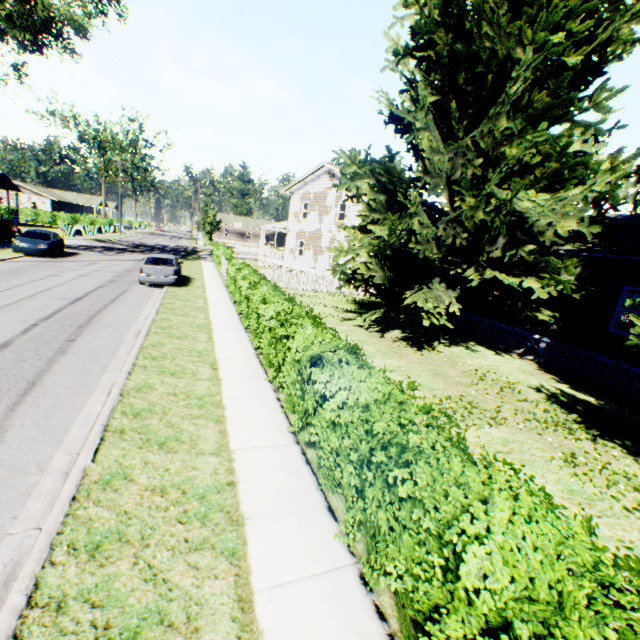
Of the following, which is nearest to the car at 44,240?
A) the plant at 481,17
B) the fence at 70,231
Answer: the fence at 70,231

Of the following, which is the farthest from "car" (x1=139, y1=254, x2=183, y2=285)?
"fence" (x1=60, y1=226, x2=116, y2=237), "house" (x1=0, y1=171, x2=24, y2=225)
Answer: "house" (x1=0, y1=171, x2=24, y2=225)

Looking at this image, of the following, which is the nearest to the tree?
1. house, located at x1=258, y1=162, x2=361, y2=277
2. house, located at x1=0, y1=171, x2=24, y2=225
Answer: house, located at x1=258, y1=162, x2=361, y2=277

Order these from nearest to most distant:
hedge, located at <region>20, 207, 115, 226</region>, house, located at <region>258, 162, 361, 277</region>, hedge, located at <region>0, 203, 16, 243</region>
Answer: hedge, located at <region>0, 203, 16, 243</region>, house, located at <region>258, 162, 361, 277</region>, hedge, located at <region>20, 207, 115, 226</region>

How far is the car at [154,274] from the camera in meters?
16.5 m

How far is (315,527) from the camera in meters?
4.0 m

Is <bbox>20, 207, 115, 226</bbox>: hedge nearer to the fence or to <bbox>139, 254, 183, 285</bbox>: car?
the fence

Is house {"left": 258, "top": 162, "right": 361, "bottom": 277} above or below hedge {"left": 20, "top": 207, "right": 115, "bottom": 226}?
above
